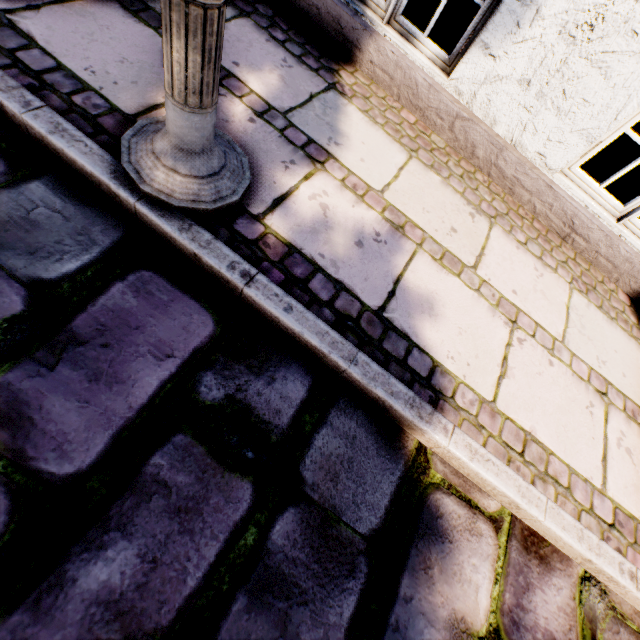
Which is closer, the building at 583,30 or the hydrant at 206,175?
the hydrant at 206,175

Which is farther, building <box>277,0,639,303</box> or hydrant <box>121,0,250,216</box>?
building <box>277,0,639,303</box>

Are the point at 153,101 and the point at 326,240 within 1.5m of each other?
yes
